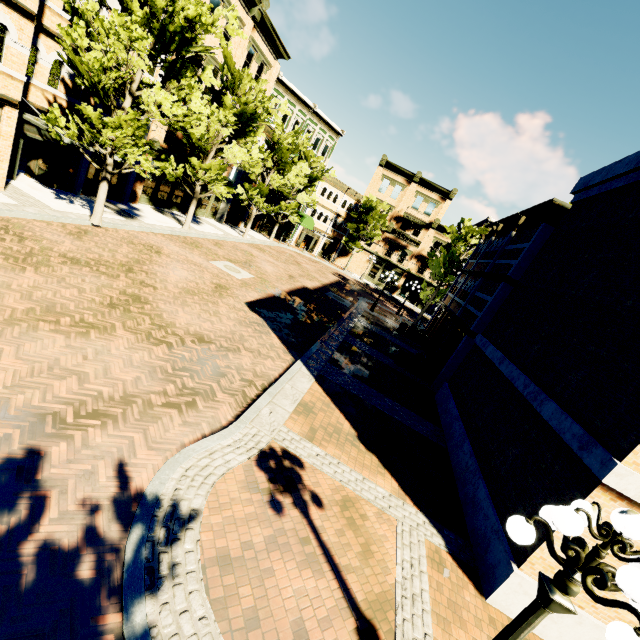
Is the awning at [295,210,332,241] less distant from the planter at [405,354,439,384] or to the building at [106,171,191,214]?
the building at [106,171,191,214]

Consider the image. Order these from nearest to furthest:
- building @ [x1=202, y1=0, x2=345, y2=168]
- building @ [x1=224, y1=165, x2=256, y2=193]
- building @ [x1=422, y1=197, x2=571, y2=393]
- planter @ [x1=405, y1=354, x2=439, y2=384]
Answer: building @ [x1=422, y1=197, x2=571, y2=393]
planter @ [x1=405, y1=354, x2=439, y2=384]
building @ [x1=202, y1=0, x2=345, y2=168]
building @ [x1=224, y1=165, x2=256, y2=193]

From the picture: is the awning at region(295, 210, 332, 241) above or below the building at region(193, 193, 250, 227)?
above

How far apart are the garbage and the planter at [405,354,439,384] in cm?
7

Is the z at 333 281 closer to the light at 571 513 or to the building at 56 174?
the building at 56 174

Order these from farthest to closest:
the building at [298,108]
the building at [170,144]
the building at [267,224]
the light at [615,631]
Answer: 1. the building at [267,224]
2. the building at [298,108]
3. the building at [170,144]
4. the light at [615,631]

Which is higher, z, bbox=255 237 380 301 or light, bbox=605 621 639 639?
light, bbox=605 621 639 639

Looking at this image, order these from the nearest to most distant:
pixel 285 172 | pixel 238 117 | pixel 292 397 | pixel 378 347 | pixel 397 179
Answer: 1. pixel 292 397
2. pixel 378 347
3. pixel 238 117
4. pixel 285 172
5. pixel 397 179
